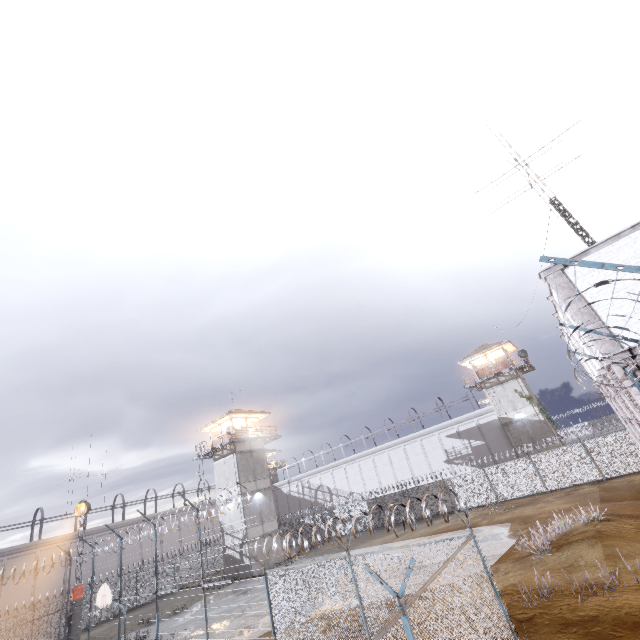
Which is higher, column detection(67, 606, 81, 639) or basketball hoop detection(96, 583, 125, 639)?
basketball hoop detection(96, 583, 125, 639)

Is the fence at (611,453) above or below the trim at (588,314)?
below

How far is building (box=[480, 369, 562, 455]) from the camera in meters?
33.0

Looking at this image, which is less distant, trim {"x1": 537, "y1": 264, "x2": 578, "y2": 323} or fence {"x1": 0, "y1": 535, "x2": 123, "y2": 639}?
trim {"x1": 537, "y1": 264, "x2": 578, "y2": 323}

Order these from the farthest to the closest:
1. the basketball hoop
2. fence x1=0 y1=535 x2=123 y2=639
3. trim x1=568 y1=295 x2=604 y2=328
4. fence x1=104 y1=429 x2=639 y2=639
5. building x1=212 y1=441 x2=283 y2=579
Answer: building x1=212 y1=441 x2=283 y2=579, fence x1=0 y1=535 x2=123 y2=639, the basketball hoop, trim x1=568 y1=295 x2=604 y2=328, fence x1=104 y1=429 x2=639 y2=639

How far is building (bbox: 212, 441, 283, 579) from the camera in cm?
3011

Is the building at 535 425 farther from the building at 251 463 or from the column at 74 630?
the column at 74 630

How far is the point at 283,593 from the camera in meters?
11.1 m
